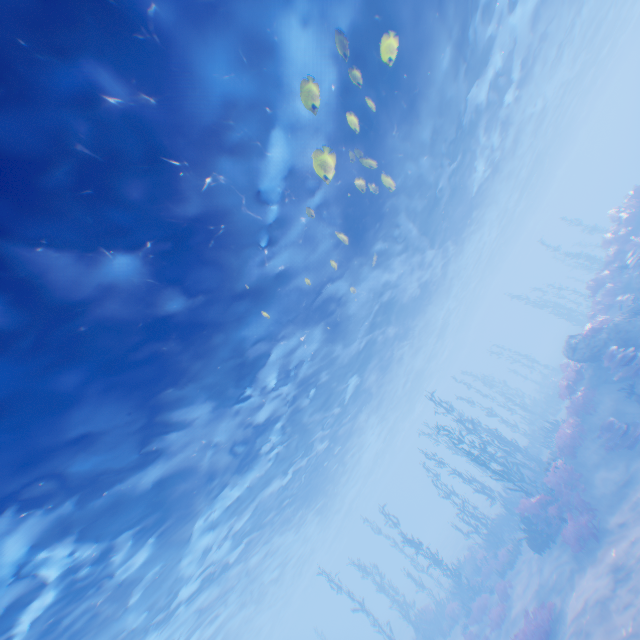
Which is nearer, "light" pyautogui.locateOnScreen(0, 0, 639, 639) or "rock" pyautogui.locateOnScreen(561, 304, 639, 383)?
"light" pyautogui.locateOnScreen(0, 0, 639, 639)

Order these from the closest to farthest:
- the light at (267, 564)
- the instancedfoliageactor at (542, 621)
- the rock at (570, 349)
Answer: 1. the light at (267, 564)
2. the instancedfoliageactor at (542, 621)
3. the rock at (570, 349)

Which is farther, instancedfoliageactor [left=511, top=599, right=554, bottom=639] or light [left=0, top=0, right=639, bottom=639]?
instancedfoliageactor [left=511, top=599, right=554, bottom=639]

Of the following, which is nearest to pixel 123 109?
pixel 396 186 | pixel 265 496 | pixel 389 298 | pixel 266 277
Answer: pixel 266 277

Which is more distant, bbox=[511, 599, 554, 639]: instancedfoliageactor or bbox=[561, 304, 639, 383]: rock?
bbox=[561, 304, 639, 383]: rock

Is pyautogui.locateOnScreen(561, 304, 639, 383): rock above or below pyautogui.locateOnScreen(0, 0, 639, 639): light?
below

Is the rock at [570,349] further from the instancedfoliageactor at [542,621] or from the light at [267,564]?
the light at [267,564]

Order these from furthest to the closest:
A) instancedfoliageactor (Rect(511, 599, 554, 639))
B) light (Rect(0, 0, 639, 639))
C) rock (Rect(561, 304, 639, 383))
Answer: rock (Rect(561, 304, 639, 383)), instancedfoliageactor (Rect(511, 599, 554, 639)), light (Rect(0, 0, 639, 639))
